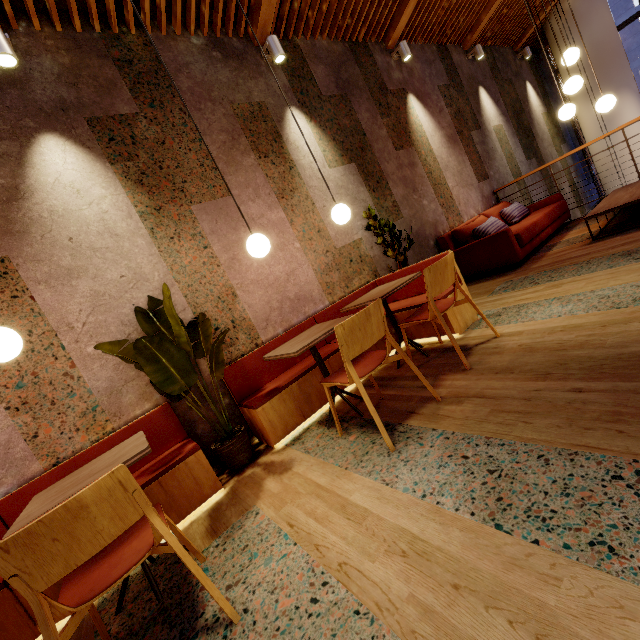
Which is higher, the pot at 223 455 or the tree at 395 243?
the tree at 395 243

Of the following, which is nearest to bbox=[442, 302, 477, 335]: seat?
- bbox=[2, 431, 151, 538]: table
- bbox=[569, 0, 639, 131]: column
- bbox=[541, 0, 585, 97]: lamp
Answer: bbox=[2, 431, 151, 538]: table

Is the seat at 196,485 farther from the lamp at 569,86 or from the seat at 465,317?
the lamp at 569,86

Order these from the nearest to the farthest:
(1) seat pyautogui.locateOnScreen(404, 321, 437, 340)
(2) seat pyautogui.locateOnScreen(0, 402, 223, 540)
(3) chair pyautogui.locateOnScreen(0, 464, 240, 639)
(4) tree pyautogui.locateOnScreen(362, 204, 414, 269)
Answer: (3) chair pyautogui.locateOnScreen(0, 464, 240, 639), (2) seat pyautogui.locateOnScreen(0, 402, 223, 540), (1) seat pyautogui.locateOnScreen(404, 321, 437, 340), (4) tree pyautogui.locateOnScreen(362, 204, 414, 269)

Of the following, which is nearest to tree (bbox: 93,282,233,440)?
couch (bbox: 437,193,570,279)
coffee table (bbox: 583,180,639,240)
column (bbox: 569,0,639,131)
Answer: couch (bbox: 437,193,570,279)

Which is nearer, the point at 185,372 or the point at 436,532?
the point at 436,532

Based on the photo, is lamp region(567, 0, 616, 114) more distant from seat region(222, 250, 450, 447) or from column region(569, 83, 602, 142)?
column region(569, 83, 602, 142)

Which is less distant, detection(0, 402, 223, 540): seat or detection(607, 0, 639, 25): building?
detection(0, 402, 223, 540): seat
